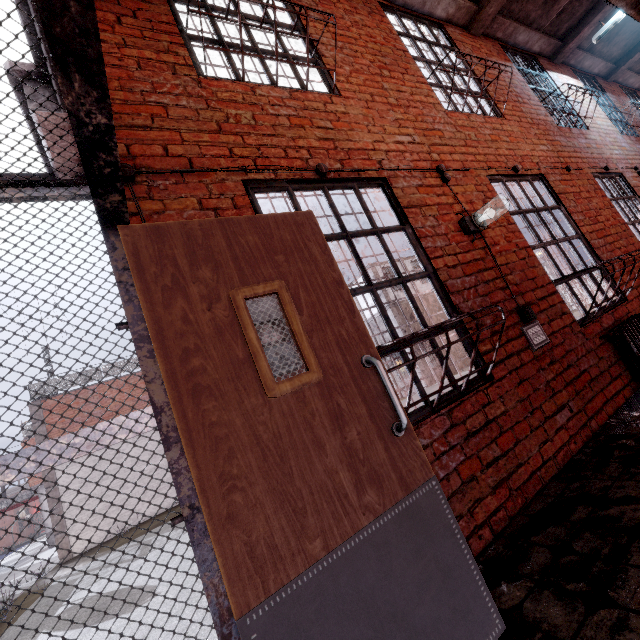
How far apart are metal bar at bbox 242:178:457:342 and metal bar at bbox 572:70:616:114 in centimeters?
765cm

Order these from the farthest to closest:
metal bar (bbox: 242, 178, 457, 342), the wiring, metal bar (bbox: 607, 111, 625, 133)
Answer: metal bar (bbox: 607, 111, 625, 133), metal bar (bbox: 242, 178, 457, 342), the wiring

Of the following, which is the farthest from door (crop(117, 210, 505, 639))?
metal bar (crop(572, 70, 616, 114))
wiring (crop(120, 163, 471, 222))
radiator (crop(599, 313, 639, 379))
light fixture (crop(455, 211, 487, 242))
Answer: metal bar (crop(572, 70, 616, 114))

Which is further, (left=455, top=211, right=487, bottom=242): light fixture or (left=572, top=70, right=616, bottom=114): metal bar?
(left=572, top=70, right=616, bottom=114): metal bar

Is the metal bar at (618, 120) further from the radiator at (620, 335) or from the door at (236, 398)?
the door at (236, 398)

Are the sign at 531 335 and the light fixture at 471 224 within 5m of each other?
yes

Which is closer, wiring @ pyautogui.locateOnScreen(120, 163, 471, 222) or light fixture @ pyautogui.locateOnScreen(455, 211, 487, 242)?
wiring @ pyautogui.locateOnScreen(120, 163, 471, 222)

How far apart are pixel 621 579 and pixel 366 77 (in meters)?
4.41
